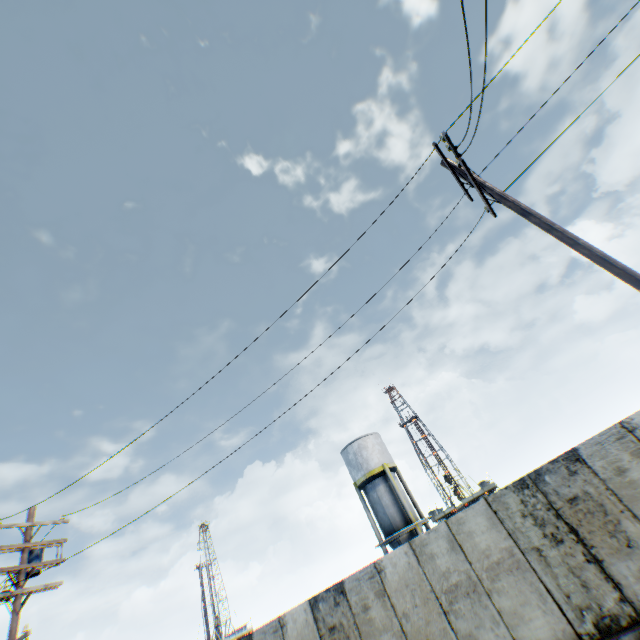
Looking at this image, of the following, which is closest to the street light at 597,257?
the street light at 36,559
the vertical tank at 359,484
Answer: the street light at 36,559

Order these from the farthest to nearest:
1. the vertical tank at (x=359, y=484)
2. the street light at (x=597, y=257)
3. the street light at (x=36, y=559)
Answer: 1. the vertical tank at (x=359, y=484)
2. the street light at (x=36, y=559)
3. the street light at (x=597, y=257)

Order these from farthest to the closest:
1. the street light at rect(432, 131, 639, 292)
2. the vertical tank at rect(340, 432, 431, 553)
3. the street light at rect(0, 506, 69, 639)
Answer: the vertical tank at rect(340, 432, 431, 553) → the street light at rect(0, 506, 69, 639) → the street light at rect(432, 131, 639, 292)

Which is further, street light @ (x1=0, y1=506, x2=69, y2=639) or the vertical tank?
the vertical tank

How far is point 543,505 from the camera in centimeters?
777cm

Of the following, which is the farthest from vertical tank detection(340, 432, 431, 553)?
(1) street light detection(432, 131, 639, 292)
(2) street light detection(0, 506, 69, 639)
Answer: (1) street light detection(432, 131, 639, 292)

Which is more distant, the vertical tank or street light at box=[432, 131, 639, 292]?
the vertical tank

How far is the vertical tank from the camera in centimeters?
2475cm
